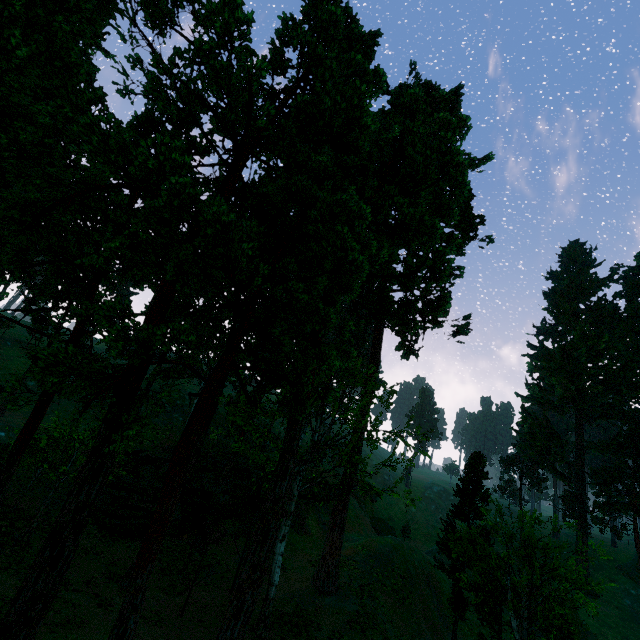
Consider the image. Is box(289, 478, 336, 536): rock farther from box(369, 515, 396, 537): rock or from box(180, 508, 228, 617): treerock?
box(369, 515, 396, 537): rock

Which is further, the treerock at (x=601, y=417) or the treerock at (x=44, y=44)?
the treerock at (x=601, y=417)

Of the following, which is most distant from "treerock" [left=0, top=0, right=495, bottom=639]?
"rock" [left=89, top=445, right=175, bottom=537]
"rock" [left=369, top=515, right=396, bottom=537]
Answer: "rock" [left=369, top=515, right=396, bottom=537]

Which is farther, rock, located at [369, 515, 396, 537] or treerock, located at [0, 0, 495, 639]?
rock, located at [369, 515, 396, 537]

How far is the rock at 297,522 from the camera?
35.5 meters

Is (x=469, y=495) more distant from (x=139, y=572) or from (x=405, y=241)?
(x=139, y=572)

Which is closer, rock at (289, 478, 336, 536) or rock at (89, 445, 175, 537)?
rock at (89, 445, 175, 537)
